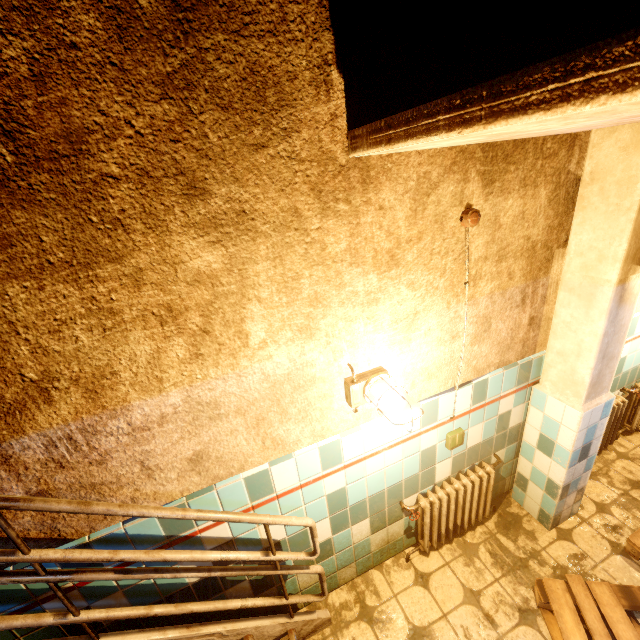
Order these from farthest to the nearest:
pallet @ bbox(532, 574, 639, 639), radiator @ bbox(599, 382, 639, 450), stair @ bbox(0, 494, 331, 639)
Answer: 1. radiator @ bbox(599, 382, 639, 450)
2. pallet @ bbox(532, 574, 639, 639)
3. stair @ bbox(0, 494, 331, 639)

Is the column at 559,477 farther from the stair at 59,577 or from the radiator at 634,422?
the stair at 59,577

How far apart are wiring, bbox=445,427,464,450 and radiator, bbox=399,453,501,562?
0.33m

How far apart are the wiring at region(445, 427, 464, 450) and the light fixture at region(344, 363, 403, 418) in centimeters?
80cm

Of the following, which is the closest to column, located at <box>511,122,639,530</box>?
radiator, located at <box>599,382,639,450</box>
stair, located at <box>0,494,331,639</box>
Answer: radiator, located at <box>599,382,639,450</box>

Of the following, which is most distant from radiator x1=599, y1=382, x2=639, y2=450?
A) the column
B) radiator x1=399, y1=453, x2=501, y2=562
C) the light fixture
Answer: the light fixture

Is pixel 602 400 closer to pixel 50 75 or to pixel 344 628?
pixel 344 628

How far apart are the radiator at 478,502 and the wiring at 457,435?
0.3 meters
